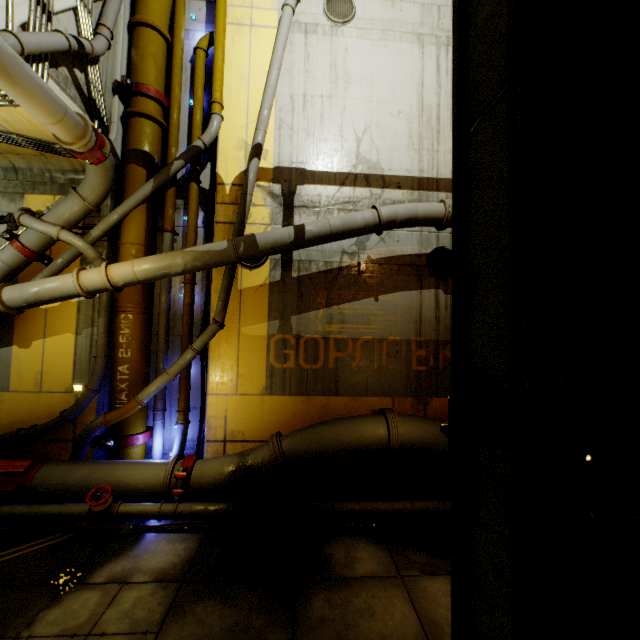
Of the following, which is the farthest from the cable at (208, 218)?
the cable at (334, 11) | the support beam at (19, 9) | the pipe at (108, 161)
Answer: the support beam at (19, 9)

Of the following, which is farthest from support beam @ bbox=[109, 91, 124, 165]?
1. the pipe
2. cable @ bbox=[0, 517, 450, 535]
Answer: cable @ bbox=[0, 517, 450, 535]

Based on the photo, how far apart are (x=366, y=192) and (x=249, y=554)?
7.70m

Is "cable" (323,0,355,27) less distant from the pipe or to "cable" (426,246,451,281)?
the pipe

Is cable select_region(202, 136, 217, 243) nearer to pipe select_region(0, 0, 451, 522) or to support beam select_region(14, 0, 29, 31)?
pipe select_region(0, 0, 451, 522)

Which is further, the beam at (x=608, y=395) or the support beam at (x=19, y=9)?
the support beam at (x=19, y=9)

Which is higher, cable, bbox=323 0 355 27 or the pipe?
cable, bbox=323 0 355 27

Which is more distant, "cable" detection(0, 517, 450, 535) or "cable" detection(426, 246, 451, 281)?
"cable" detection(426, 246, 451, 281)
